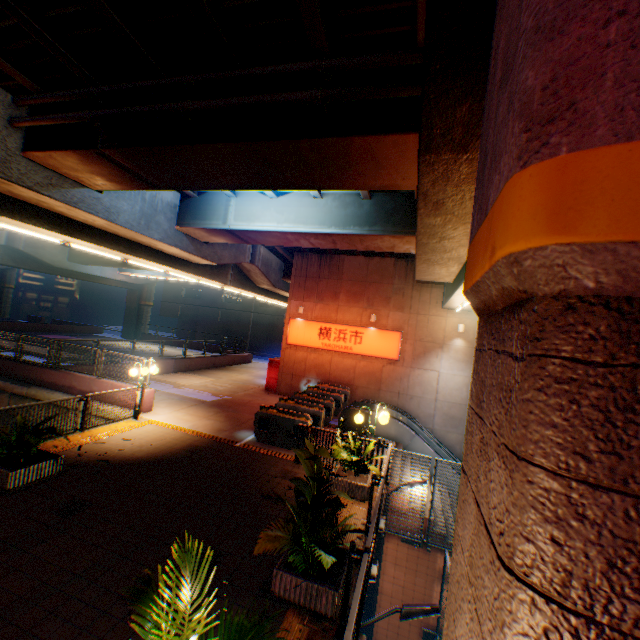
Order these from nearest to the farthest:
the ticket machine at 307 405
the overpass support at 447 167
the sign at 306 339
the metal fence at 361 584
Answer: the overpass support at 447 167 < the metal fence at 361 584 < the ticket machine at 307 405 < the sign at 306 339

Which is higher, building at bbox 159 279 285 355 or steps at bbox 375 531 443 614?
building at bbox 159 279 285 355

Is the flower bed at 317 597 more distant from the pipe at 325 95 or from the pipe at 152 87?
the pipe at 152 87

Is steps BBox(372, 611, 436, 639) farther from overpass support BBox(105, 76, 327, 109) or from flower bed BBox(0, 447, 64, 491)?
flower bed BBox(0, 447, 64, 491)

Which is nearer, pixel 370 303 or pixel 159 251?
pixel 159 251

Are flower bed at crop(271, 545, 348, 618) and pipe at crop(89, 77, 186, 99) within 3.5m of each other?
no

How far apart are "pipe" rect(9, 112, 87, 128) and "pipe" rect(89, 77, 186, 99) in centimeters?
32cm
